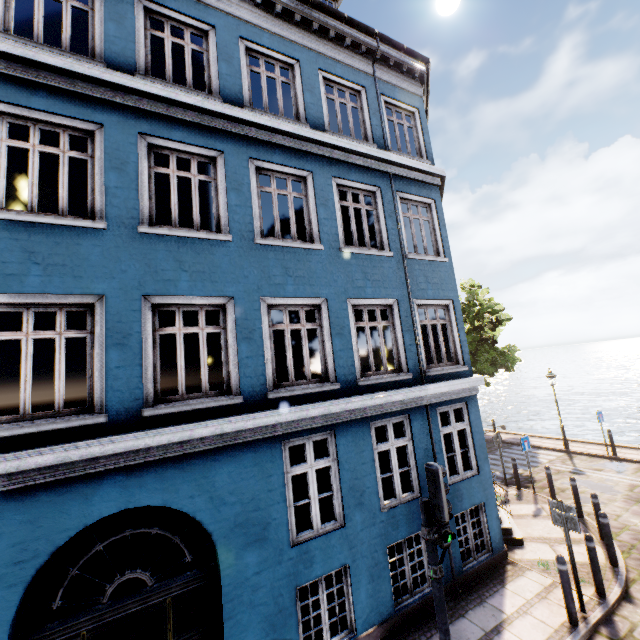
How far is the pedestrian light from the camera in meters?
4.5

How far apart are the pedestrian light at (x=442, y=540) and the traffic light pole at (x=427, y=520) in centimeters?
13cm

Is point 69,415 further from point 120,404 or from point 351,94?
point 351,94

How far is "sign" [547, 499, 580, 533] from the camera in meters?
6.2 m

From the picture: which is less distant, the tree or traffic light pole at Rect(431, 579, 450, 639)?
traffic light pole at Rect(431, 579, 450, 639)

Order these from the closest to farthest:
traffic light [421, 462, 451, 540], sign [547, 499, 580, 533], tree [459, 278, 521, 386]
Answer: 1. traffic light [421, 462, 451, 540]
2. sign [547, 499, 580, 533]
3. tree [459, 278, 521, 386]

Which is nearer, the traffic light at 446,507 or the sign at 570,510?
the traffic light at 446,507

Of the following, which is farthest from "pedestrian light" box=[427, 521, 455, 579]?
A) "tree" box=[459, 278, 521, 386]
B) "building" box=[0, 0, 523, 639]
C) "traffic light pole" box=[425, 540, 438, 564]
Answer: "tree" box=[459, 278, 521, 386]
